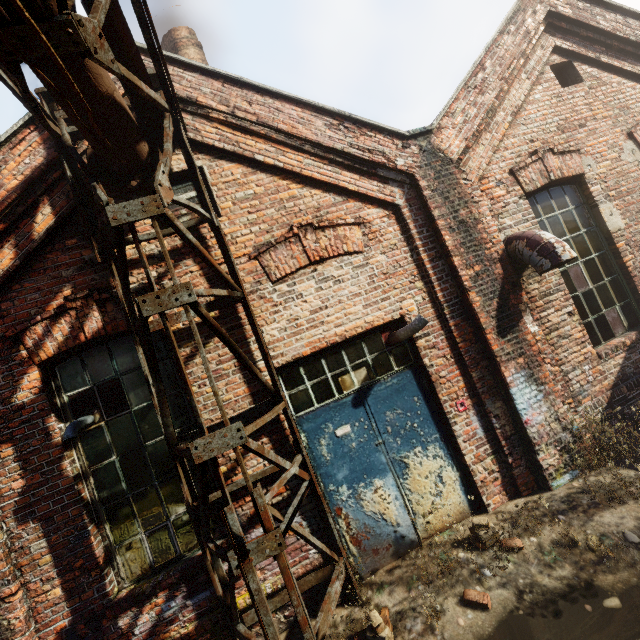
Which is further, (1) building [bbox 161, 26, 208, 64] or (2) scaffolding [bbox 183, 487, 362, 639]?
(1) building [bbox 161, 26, 208, 64]

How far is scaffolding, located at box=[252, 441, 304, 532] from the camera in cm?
280

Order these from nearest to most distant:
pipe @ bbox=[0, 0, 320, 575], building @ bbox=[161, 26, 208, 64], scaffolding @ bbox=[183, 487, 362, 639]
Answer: pipe @ bbox=[0, 0, 320, 575] → scaffolding @ bbox=[183, 487, 362, 639] → building @ bbox=[161, 26, 208, 64]

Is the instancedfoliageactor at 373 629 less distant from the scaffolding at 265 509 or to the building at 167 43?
the scaffolding at 265 509

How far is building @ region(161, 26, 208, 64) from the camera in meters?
6.8

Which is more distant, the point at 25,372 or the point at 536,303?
the point at 536,303

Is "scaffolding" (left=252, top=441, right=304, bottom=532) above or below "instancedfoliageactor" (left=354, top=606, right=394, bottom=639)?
above
